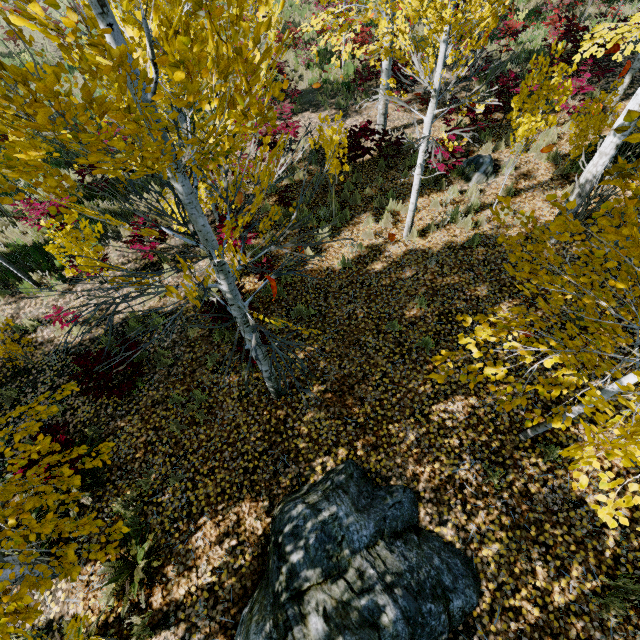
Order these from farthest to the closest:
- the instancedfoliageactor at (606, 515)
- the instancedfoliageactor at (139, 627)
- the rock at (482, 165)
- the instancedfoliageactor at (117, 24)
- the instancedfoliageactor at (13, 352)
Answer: the rock at (482, 165) < the instancedfoliageactor at (13, 352) < the instancedfoliageactor at (139, 627) < the instancedfoliageactor at (606, 515) < the instancedfoliageactor at (117, 24)

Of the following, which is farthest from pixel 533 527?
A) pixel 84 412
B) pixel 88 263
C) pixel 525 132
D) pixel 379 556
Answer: pixel 88 263

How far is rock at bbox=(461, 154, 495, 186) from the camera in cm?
818

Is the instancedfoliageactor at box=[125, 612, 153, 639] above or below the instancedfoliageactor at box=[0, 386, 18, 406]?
above

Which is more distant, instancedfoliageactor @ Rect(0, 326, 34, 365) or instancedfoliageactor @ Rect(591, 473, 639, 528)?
instancedfoliageactor @ Rect(0, 326, 34, 365)

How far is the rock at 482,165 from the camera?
8.18m

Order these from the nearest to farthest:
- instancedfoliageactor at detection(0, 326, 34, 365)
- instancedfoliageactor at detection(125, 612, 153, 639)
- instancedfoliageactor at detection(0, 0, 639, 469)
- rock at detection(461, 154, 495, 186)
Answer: instancedfoliageactor at detection(0, 0, 639, 469) < instancedfoliageactor at detection(125, 612, 153, 639) < instancedfoliageactor at detection(0, 326, 34, 365) < rock at detection(461, 154, 495, 186)
